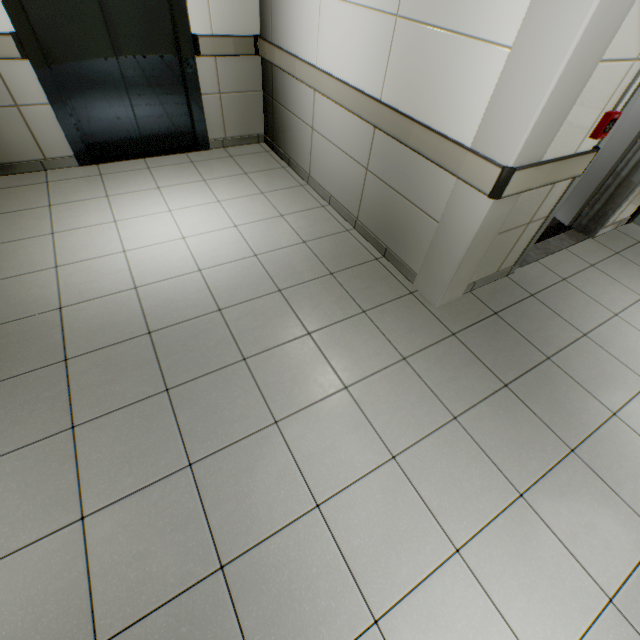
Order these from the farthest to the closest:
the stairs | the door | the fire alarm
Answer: the stairs < the door < the fire alarm

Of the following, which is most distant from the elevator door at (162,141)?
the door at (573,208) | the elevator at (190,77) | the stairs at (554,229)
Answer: the door at (573,208)

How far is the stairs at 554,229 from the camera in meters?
3.5

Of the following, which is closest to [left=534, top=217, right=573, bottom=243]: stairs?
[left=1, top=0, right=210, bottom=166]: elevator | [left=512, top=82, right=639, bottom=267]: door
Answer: [left=512, top=82, right=639, bottom=267]: door

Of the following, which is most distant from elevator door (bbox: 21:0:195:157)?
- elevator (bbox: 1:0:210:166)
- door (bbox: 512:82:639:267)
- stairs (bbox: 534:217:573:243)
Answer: door (bbox: 512:82:639:267)

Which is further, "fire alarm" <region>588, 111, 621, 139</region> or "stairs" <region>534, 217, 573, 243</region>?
"stairs" <region>534, 217, 573, 243</region>

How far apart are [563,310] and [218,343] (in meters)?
2.88

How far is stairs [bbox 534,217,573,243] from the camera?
3.5 meters
